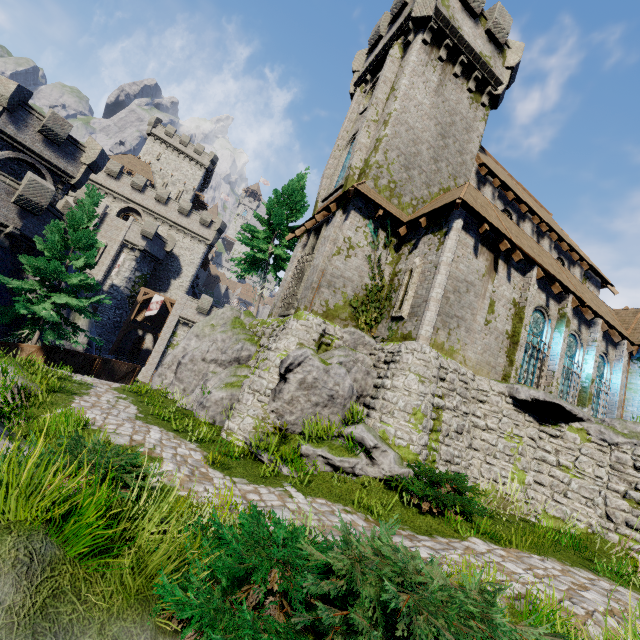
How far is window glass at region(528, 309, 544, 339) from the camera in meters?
14.6

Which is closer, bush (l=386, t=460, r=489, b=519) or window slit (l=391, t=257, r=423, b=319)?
bush (l=386, t=460, r=489, b=519)

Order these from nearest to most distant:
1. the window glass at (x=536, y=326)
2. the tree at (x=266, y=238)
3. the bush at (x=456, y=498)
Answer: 1. the bush at (x=456, y=498)
2. the window glass at (x=536, y=326)
3. the tree at (x=266, y=238)

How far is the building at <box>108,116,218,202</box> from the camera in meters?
51.8

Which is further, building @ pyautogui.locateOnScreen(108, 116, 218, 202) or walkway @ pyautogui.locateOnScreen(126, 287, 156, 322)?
building @ pyautogui.locateOnScreen(108, 116, 218, 202)

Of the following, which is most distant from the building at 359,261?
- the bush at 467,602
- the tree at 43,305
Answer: the tree at 43,305

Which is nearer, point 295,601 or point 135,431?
point 295,601

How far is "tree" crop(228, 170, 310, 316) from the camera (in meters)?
22.55
